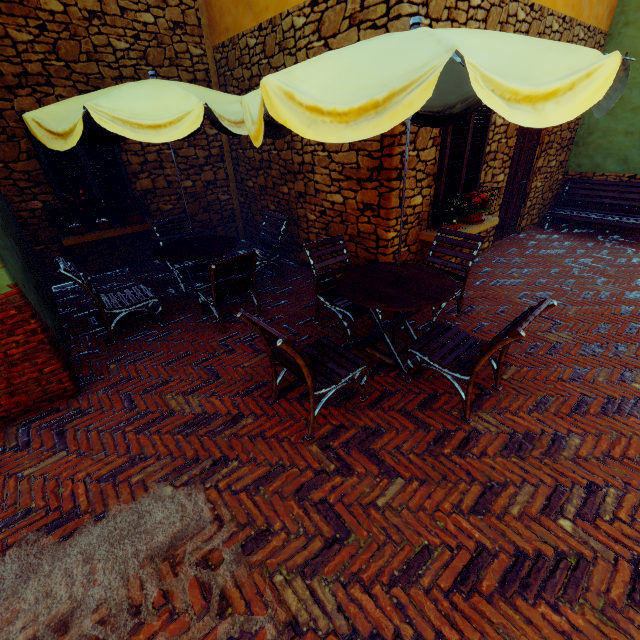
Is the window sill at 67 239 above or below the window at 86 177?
below

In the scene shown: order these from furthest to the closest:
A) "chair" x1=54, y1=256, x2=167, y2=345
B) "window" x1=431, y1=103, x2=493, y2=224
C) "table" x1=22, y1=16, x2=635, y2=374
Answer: "window" x1=431, y1=103, x2=493, y2=224 < "chair" x1=54, y1=256, x2=167, y2=345 < "table" x1=22, y1=16, x2=635, y2=374

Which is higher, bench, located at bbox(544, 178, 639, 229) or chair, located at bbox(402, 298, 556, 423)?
chair, located at bbox(402, 298, 556, 423)

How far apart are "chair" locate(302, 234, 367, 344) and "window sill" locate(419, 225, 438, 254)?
1.3 meters

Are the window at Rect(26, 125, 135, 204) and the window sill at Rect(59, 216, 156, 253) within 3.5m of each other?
yes

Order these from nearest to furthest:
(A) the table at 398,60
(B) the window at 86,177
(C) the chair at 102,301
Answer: (A) the table at 398,60 → (C) the chair at 102,301 → (B) the window at 86,177

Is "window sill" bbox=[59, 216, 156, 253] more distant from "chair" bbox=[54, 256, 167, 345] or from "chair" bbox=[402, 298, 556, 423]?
"chair" bbox=[402, 298, 556, 423]

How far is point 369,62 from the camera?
1.83m
